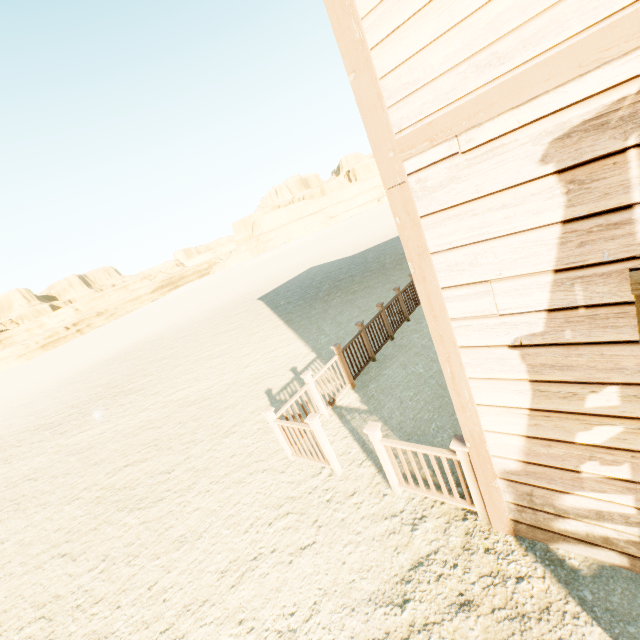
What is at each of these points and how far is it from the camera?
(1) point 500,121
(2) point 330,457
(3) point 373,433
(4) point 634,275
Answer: (1) building, 1.7m
(2) fence, 4.6m
(3) fence, 3.7m
(4) door, 1.7m

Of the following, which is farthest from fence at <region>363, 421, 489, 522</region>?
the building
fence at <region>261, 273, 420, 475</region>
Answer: fence at <region>261, 273, 420, 475</region>

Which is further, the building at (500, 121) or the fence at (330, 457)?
the fence at (330, 457)

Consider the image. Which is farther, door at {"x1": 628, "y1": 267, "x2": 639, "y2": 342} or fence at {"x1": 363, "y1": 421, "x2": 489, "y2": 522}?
fence at {"x1": 363, "y1": 421, "x2": 489, "y2": 522}

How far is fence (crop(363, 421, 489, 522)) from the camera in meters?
3.1

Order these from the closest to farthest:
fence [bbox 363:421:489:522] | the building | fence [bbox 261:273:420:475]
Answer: the building
fence [bbox 363:421:489:522]
fence [bbox 261:273:420:475]

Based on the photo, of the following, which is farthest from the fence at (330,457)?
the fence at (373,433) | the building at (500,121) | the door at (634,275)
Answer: the door at (634,275)
